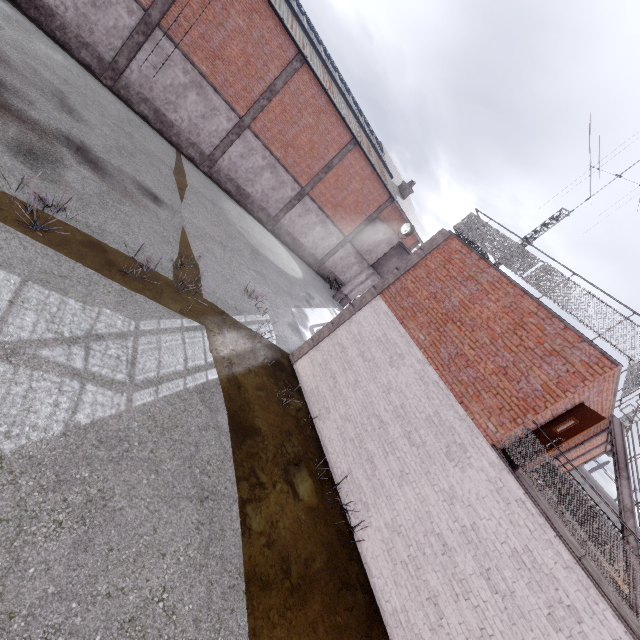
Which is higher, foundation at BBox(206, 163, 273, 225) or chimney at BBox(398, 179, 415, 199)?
chimney at BBox(398, 179, 415, 199)

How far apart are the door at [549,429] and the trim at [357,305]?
5.64m

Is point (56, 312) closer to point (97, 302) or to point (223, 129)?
point (97, 302)

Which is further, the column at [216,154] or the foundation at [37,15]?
the column at [216,154]

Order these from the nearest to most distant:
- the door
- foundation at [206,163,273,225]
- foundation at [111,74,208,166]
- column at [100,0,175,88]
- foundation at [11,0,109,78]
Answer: the door
foundation at [11,0,109,78]
column at [100,0,175,88]
foundation at [111,74,208,166]
foundation at [206,163,273,225]

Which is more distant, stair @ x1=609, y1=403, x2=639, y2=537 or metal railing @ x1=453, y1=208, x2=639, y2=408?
stair @ x1=609, y1=403, x2=639, y2=537

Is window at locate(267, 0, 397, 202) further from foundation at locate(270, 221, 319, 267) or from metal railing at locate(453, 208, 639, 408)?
metal railing at locate(453, 208, 639, 408)

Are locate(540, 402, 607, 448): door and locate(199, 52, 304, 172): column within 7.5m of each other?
no
